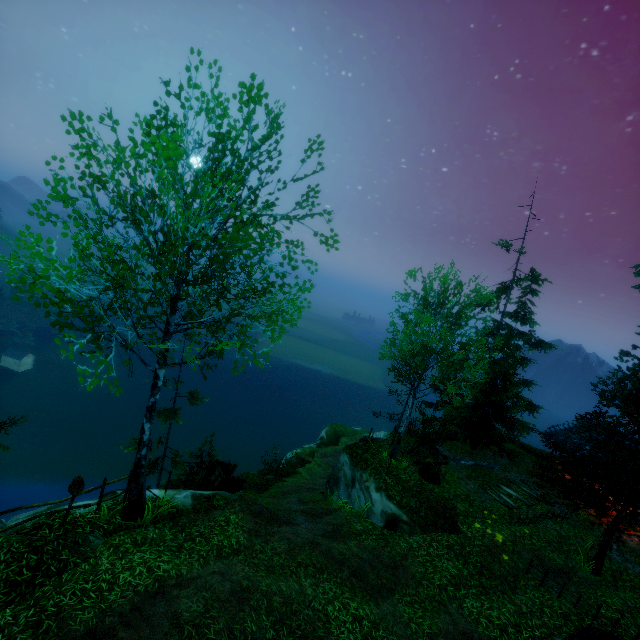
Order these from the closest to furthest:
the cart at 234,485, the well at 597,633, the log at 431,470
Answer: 1. the well at 597,633
2. the cart at 234,485
3. the log at 431,470

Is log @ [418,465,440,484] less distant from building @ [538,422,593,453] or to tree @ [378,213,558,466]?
building @ [538,422,593,453]

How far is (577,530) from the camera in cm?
1543

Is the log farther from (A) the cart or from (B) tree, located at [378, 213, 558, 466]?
(B) tree, located at [378, 213, 558, 466]

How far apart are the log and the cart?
8.8m

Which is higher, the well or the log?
the well

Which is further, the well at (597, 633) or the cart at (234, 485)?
the cart at (234, 485)

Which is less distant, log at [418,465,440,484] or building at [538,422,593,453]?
log at [418,465,440,484]
